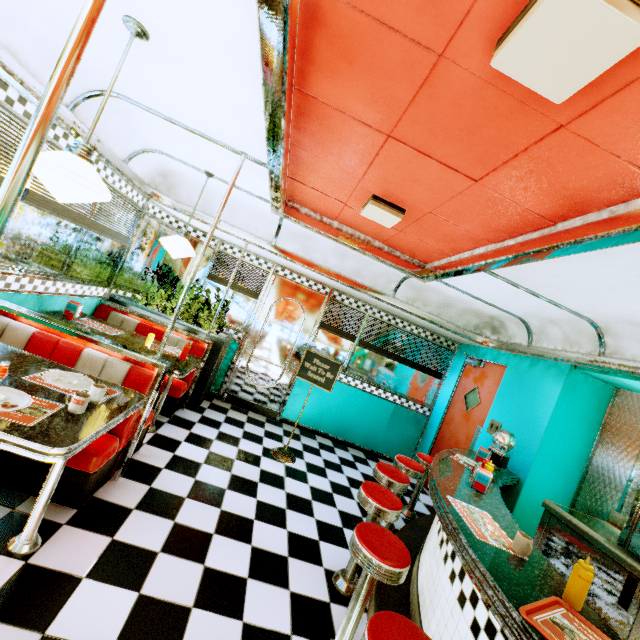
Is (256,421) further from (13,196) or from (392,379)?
(13,196)

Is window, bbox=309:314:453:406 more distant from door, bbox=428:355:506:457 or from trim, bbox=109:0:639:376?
trim, bbox=109:0:639:376

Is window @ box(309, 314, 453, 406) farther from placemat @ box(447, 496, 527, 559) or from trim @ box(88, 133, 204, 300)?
placemat @ box(447, 496, 527, 559)

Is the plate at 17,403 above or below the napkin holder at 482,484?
below

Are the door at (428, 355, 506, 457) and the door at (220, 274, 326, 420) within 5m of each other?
yes

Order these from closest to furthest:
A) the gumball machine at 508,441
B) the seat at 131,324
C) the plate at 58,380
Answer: the plate at 58,380 < the gumball machine at 508,441 < the seat at 131,324

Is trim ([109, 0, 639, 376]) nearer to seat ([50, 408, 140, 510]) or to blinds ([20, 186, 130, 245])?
blinds ([20, 186, 130, 245])

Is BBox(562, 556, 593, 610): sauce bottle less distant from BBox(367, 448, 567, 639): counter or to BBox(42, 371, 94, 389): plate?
BBox(367, 448, 567, 639): counter
